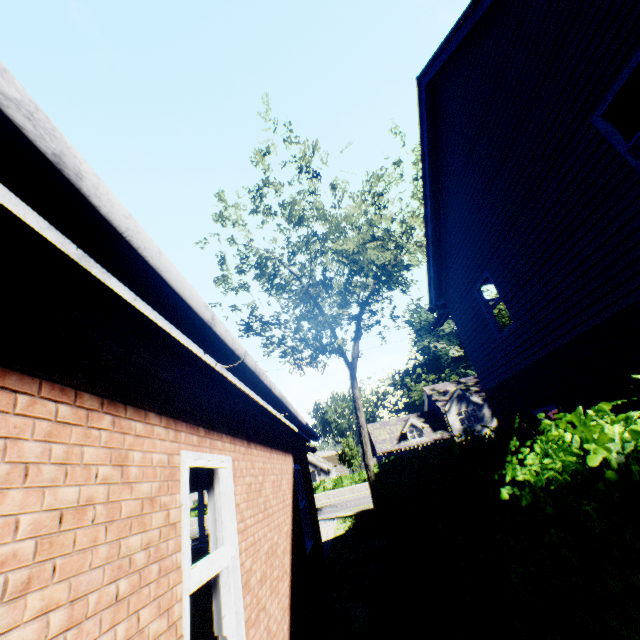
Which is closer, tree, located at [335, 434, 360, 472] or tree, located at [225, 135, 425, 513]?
tree, located at [225, 135, 425, 513]

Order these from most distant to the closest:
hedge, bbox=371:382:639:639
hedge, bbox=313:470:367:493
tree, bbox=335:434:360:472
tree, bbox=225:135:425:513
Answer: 1. tree, bbox=335:434:360:472
2. hedge, bbox=313:470:367:493
3. tree, bbox=225:135:425:513
4. hedge, bbox=371:382:639:639

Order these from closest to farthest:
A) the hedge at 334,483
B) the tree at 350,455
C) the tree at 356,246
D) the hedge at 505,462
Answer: the hedge at 505,462 → the tree at 356,246 → the hedge at 334,483 → the tree at 350,455

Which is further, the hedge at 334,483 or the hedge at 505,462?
the hedge at 334,483

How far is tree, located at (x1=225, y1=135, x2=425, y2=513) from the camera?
15.32m

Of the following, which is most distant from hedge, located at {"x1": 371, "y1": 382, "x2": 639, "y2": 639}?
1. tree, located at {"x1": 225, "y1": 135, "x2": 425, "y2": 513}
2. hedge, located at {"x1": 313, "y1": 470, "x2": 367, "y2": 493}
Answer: hedge, located at {"x1": 313, "y1": 470, "x2": 367, "y2": 493}

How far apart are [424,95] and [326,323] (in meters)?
10.79
